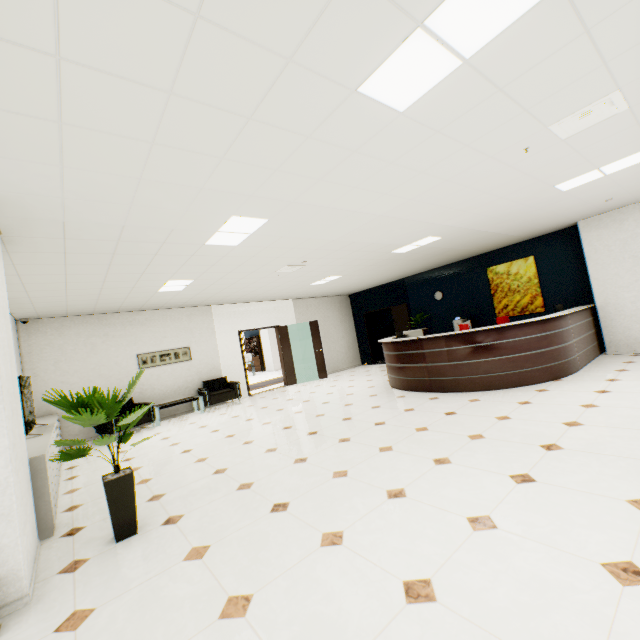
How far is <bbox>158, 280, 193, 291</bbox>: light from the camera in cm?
617

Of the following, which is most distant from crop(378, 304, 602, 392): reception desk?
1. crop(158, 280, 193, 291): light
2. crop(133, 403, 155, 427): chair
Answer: crop(133, 403, 155, 427): chair

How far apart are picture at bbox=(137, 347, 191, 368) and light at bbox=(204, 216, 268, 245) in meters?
5.6

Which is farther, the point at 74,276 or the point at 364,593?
the point at 74,276

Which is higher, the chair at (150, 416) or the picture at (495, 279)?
the picture at (495, 279)

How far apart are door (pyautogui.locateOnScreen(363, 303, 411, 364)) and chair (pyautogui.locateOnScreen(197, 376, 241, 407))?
5.5 meters

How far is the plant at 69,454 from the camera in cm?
276

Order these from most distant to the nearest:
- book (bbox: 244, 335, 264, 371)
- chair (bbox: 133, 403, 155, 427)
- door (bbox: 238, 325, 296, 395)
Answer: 1. book (bbox: 244, 335, 264, 371)
2. door (bbox: 238, 325, 296, 395)
3. chair (bbox: 133, 403, 155, 427)
